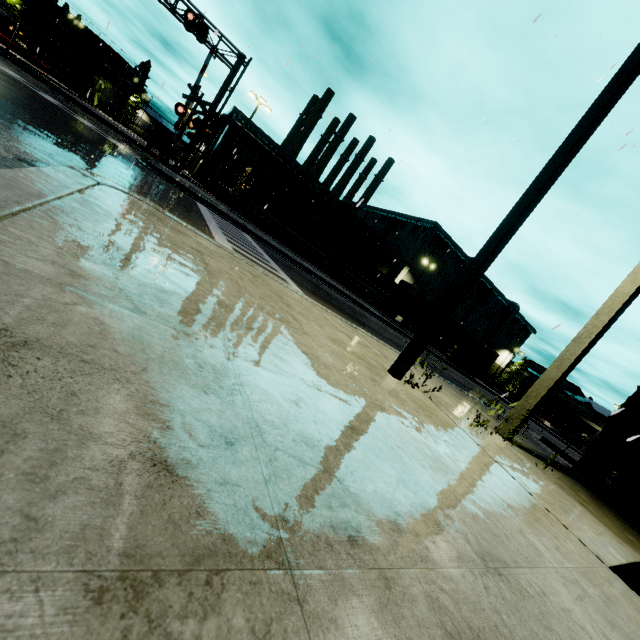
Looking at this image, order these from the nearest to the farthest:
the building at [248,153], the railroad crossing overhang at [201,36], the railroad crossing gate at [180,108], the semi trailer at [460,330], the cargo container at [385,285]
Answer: the railroad crossing overhang at [201,36] < the railroad crossing gate at [180,108] < the semi trailer at [460,330] < the cargo container at [385,285] < the building at [248,153]

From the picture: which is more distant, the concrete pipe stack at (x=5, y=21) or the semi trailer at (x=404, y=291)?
the concrete pipe stack at (x=5, y=21)

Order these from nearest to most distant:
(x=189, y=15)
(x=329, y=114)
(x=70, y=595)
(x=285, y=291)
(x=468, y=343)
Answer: (x=70, y=595), (x=285, y=291), (x=329, y=114), (x=189, y=15), (x=468, y=343)

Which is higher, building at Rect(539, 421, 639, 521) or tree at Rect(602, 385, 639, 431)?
tree at Rect(602, 385, 639, 431)

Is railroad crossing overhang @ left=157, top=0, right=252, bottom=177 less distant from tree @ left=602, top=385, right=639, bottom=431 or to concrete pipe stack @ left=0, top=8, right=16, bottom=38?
tree @ left=602, top=385, right=639, bottom=431

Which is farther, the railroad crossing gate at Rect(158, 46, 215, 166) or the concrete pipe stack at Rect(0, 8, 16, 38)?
the concrete pipe stack at Rect(0, 8, 16, 38)

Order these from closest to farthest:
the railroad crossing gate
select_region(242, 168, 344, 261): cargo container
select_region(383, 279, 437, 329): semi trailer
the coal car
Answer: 1. the railroad crossing gate
2. select_region(383, 279, 437, 329): semi trailer
3. select_region(242, 168, 344, 261): cargo container
4. the coal car

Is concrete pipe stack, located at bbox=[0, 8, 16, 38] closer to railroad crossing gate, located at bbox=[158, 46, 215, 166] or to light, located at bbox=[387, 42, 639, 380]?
railroad crossing gate, located at bbox=[158, 46, 215, 166]
